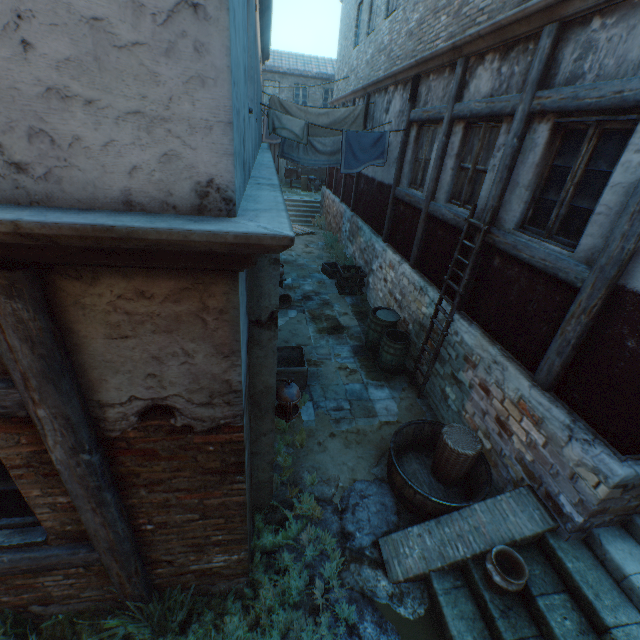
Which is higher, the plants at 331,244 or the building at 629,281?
the building at 629,281

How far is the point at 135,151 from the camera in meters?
1.3

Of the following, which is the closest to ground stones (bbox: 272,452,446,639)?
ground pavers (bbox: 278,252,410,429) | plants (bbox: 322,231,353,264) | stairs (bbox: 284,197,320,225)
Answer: ground pavers (bbox: 278,252,410,429)

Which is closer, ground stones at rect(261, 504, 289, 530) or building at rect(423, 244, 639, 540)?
Result: building at rect(423, 244, 639, 540)

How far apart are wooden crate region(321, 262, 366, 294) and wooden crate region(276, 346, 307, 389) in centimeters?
400cm

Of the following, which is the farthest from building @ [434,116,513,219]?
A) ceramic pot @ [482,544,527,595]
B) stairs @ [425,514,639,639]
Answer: ceramic pot @ [482,544,527,595]

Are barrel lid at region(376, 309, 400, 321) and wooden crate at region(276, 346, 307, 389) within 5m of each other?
yes

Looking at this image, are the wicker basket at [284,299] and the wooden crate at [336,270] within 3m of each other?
yes
